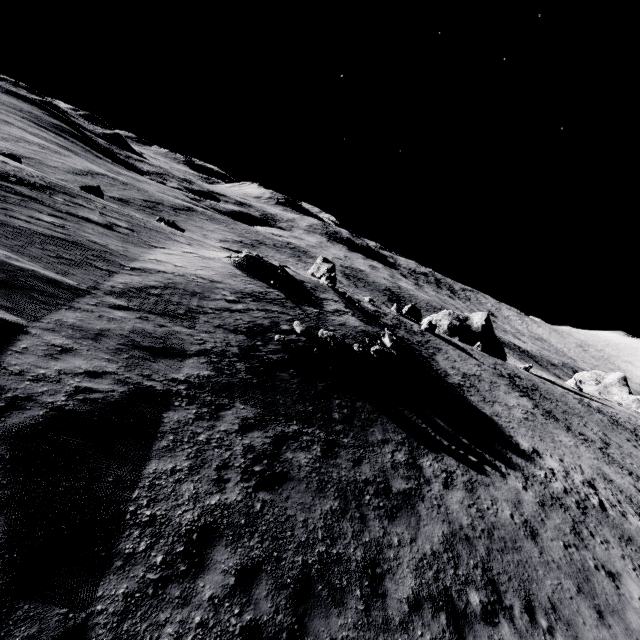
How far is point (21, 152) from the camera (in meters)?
56.72

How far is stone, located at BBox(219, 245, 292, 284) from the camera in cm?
2240

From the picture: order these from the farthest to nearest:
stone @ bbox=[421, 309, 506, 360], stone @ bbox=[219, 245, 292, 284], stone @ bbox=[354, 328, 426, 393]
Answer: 1. stone @ bbox=[421, 309, 506, 360]
2. stone @ bbox=[219, 245, 292, 284]
3. stone @ bbox=[354, 328, 426, 393]

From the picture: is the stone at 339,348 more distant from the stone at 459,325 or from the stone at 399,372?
the stone at 459,325

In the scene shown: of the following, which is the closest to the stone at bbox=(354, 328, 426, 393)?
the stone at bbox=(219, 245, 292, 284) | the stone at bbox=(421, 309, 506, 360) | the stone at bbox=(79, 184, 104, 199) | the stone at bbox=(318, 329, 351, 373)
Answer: the stone at bbox=(318, 329, 351, 373)

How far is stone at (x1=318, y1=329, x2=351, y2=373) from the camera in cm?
1599

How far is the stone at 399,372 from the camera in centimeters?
1744cm

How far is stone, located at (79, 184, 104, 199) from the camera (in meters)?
36.72
